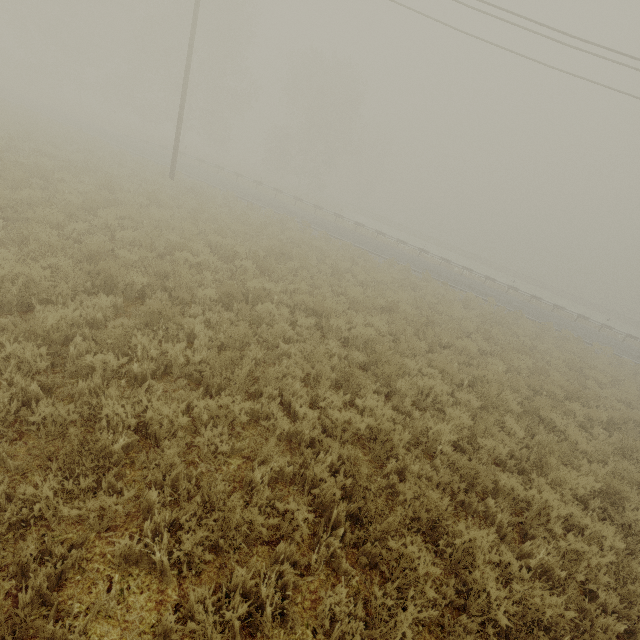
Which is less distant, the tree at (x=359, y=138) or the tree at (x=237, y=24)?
the tree at (x=237, y=24)

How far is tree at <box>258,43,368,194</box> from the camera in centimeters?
3929cm

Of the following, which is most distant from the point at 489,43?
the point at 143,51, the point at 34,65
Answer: the point at 34,65

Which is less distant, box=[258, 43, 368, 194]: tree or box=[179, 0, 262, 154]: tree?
box=[179, 0, 262, 154]: tree

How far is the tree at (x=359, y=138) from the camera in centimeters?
3929cm
